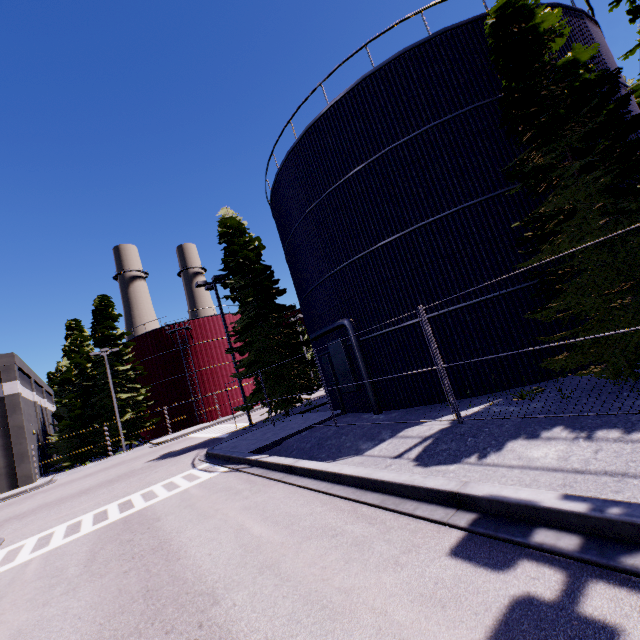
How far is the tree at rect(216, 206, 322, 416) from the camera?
18.88m

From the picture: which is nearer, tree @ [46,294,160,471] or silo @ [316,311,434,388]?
silo @ [316,311,434,388]

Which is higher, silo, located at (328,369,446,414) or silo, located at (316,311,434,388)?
silo, located at (316,311,434,388)

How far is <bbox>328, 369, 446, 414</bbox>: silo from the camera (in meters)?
11.16

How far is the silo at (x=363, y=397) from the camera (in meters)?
11.16

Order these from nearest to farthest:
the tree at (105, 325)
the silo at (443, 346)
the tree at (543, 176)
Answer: the tree at (543, 176) → the silo at (443, 346) → the tree at (105, 325)

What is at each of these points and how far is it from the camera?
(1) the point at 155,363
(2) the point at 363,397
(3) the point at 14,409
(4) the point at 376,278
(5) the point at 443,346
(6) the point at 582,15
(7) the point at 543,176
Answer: (1) silo, 37.6m
(2) silo, 13.4m
(3) building, 26.4m
(4) silo, 12.2m
(5) silo, 10.9m
(6) silo, 12.0m
(7) tree, 8.1m

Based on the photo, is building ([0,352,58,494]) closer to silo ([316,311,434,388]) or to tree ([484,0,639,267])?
silo ([316,311,434,388])
